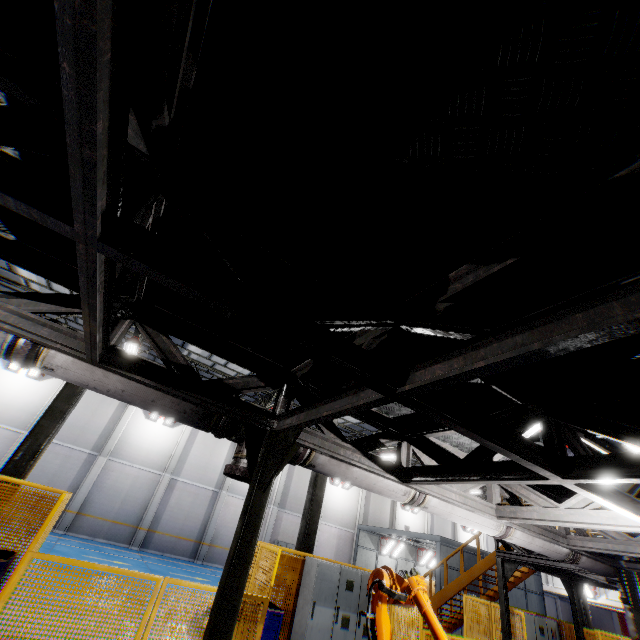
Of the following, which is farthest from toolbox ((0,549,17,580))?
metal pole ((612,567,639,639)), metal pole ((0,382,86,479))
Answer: metal pole ((612,567,639,639))

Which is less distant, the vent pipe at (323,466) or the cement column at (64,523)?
the vent pipe at (323,466)

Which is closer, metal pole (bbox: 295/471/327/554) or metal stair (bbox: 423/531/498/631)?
metal pole (bbox: 295/471/327/554)

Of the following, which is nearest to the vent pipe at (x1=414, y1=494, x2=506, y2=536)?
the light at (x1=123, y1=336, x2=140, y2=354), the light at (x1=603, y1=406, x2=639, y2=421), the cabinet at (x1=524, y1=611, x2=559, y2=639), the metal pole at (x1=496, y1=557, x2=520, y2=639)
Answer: the light at (x1=603, y1=406, x2=639, y2=421)

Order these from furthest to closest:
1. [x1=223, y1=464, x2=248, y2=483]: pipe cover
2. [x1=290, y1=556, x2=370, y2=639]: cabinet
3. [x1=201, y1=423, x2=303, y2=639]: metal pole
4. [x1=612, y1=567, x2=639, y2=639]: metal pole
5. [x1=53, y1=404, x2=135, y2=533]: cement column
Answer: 1. [x1=53, y1=404, x2=135, y2=533]: cement column
2. [x1=290, y1=556, x2=370, y2=639]: cabinet
3. [x1=612, y1=567, x2=639, y2=639]: metal pole
4. [x1=223, y1=464, x2=248, y2=483]: pipe cover
5. [x1=201, y1=423, x2=303, y2=639]: metal pole

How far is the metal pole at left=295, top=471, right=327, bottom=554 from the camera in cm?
948

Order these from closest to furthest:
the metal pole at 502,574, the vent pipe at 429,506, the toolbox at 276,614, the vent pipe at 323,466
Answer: the vent pipe at 323,466
the vent pipe at 429,506
the toolbox at 276,614
the metal pole at 502,574

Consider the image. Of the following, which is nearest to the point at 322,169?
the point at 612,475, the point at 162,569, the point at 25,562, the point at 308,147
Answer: the point at 308,147
